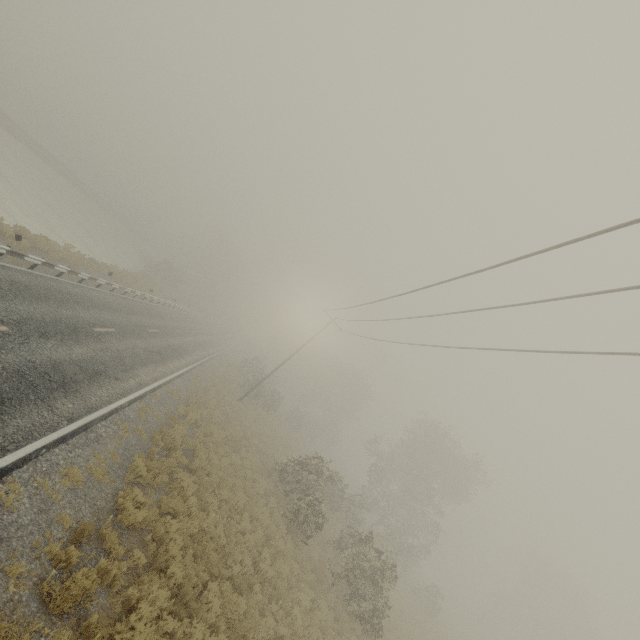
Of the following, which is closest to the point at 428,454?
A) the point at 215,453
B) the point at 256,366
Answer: the point at 256,366
